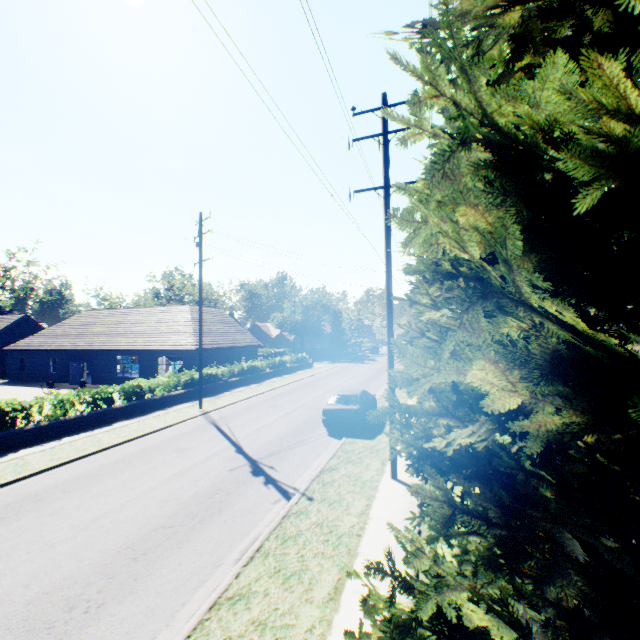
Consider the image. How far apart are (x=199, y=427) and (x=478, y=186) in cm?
1666

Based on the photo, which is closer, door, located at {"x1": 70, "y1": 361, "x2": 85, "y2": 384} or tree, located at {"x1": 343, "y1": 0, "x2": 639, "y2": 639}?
tree, located at {"x1": 343, "y1": 0, "x2": 639, "y2": 639}

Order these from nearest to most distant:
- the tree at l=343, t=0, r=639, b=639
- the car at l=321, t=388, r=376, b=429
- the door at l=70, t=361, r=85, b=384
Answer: the tree at l=343, t=0, r=639, b=639 < the car at l=321, t=388, r=376, b=429 < the door at l=70, t=361, r=85, b=384

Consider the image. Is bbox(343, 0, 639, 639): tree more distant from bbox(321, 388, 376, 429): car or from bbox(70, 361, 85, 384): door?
bbox(70, 361, 85, 384): door

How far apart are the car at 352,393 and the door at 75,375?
27.4m

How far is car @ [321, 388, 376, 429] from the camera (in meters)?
14.13

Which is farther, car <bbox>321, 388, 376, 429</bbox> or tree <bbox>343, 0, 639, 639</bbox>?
car <bbox>321, 388, 376, 429</bbox>

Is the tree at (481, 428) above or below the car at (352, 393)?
above
